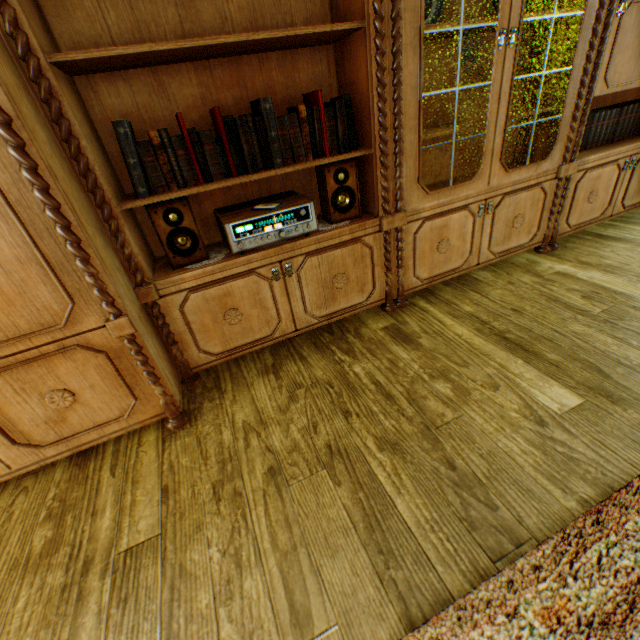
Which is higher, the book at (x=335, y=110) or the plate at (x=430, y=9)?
the plate at (x=430, y=9)

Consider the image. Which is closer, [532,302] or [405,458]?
[405,458]

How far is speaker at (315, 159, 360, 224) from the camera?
1.68m

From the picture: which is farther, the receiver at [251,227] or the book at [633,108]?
the book at [633,108]

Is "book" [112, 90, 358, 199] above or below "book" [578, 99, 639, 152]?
above

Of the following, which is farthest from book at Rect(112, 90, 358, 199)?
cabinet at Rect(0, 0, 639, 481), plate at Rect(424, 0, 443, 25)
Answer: plate at Rect(424, 0, 443, 25)

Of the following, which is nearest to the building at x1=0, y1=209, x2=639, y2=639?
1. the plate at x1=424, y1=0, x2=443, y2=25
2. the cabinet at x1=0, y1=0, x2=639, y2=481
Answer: the cabinet at x1=0, y1=0, x2=639, y2=481

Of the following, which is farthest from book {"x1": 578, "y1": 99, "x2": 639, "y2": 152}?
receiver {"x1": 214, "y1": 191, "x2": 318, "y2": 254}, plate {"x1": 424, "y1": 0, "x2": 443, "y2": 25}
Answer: receiver {"x1": 214, "y1": 191, "x2": 318, "y2": 254}
